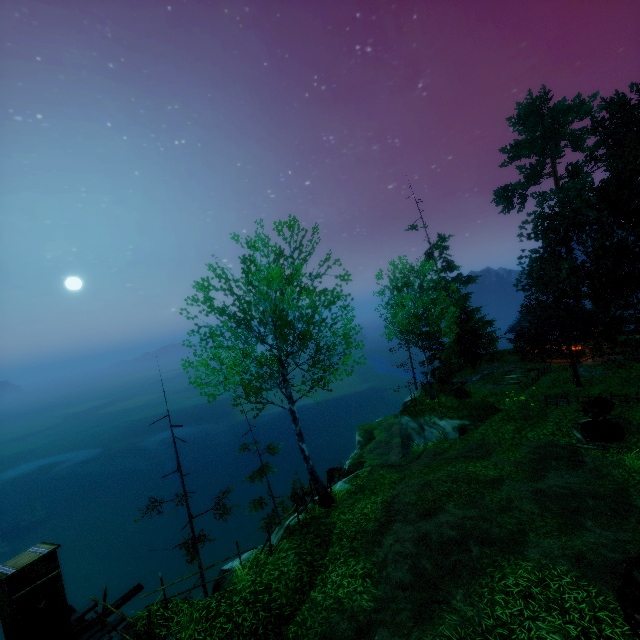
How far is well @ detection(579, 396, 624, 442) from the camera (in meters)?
14.68

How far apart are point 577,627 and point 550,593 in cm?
78

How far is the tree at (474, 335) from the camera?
21.92m

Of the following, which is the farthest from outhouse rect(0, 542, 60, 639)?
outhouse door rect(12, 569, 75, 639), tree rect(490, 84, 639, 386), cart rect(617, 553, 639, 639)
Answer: cart rect(617, 553, 639, 639)

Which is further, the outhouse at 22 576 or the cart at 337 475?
the cart at 337 475

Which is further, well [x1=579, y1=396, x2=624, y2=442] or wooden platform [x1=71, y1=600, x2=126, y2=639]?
well [x1=579, y1=396, x2=624, y2=442]

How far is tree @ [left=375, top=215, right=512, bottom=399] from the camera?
21.9 meters

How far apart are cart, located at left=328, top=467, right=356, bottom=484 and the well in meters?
12.2
